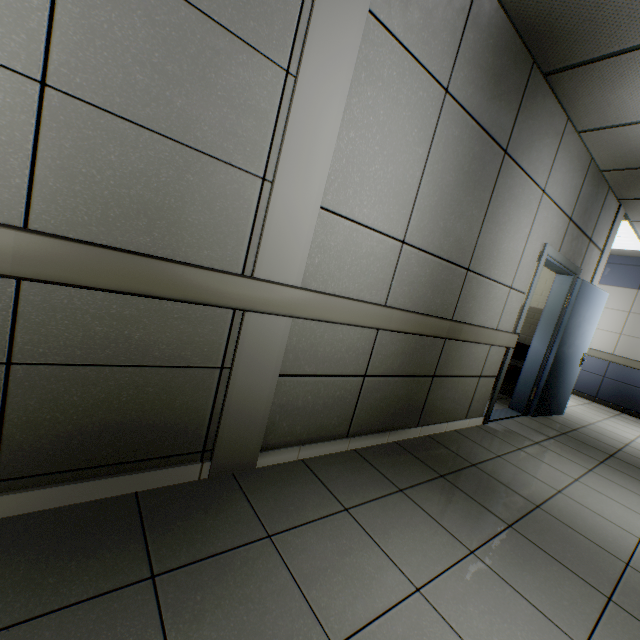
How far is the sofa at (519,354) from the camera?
4.8m

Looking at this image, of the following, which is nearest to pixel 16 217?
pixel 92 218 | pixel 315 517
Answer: pixel 92 218

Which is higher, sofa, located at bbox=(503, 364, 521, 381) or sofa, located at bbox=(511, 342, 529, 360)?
sofa, located at bbox=(511, 342, 529, 360)

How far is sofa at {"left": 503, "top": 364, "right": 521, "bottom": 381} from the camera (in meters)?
4.88

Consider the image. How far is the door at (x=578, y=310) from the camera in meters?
3.8

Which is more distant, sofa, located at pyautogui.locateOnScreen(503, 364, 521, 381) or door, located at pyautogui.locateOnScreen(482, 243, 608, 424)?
sofa, located at pyautogui.locateOnScreen(503, 364, 521, 381)

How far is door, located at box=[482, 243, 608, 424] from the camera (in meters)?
3.80
